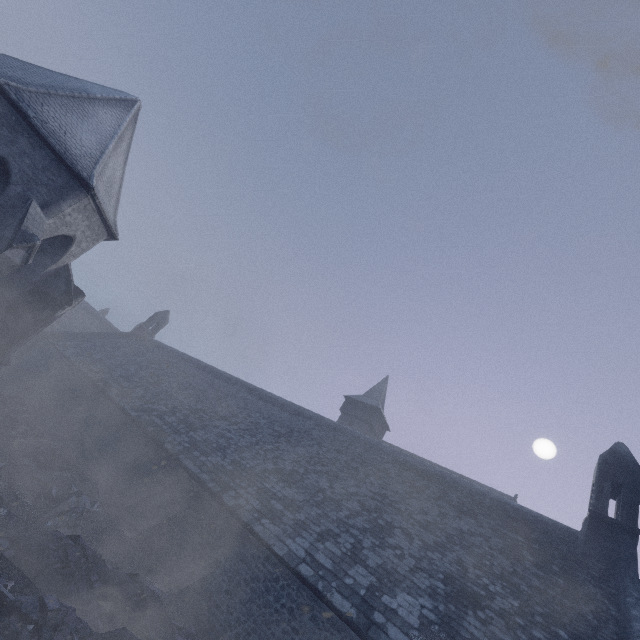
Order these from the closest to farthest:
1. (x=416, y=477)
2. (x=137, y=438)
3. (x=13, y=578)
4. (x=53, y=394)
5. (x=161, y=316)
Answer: (x=13, y=578) < (x=416, y=477) < (x=137, y=438) < (x=53, y=394) < (x=161, y=316)

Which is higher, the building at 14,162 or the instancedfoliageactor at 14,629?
the building at 14,162

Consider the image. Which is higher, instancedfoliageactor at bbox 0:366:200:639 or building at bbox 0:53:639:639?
building at bbox 0:53:639:639

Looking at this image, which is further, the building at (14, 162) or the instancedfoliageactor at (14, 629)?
the building at (14, 162)

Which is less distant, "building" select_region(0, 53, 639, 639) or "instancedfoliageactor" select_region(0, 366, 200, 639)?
"instancedfoliageactor" select_region(0, 366, 200, 639)
